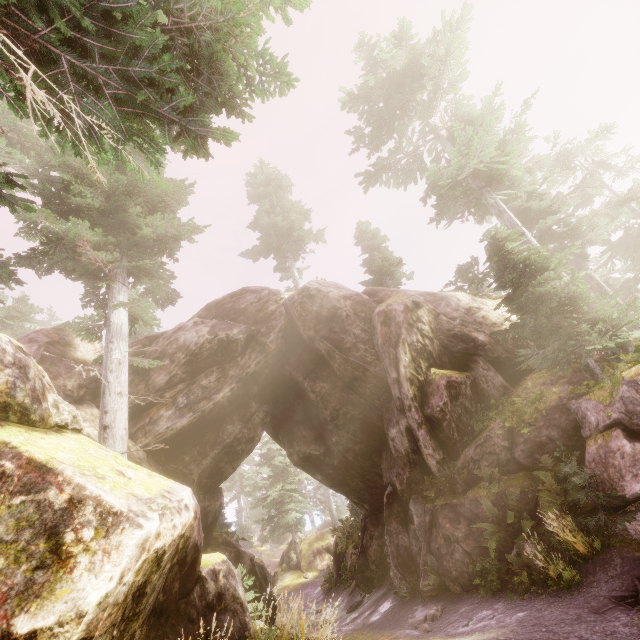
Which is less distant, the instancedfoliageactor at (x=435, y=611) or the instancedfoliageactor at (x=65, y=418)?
the instancedfoliageactor at (x=65, y=418)

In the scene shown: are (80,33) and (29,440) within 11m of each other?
yes

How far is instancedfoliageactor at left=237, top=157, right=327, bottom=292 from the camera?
27.9 meters

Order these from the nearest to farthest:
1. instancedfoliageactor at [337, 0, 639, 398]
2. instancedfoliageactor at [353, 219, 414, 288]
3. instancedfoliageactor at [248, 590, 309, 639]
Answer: instancedfoliageactor at [248, 590, 309, 639]
instancedfoliageactor at [337, 0, 639, 398]
instancedfoliageactor at [353, 219, 414, 288]

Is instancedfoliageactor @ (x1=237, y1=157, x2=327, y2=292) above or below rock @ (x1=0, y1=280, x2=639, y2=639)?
above

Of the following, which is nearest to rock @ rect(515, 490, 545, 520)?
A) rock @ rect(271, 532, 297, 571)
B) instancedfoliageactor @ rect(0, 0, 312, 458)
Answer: instancedfoliageactor @ rect(0, 0, 312, 458)

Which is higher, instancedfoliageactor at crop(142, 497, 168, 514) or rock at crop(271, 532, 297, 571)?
instancedfoliageactor at crop(142, 497, 168, 514)

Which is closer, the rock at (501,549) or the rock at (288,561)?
the rock at (501,549)
